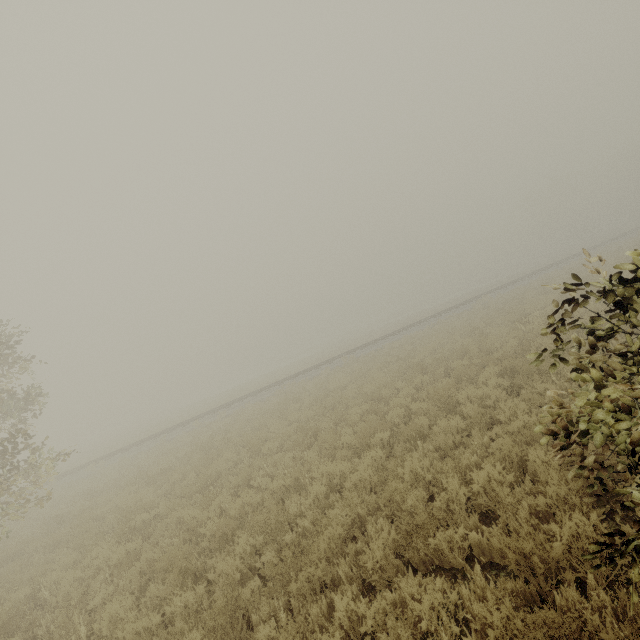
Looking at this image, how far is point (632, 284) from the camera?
2.7m
